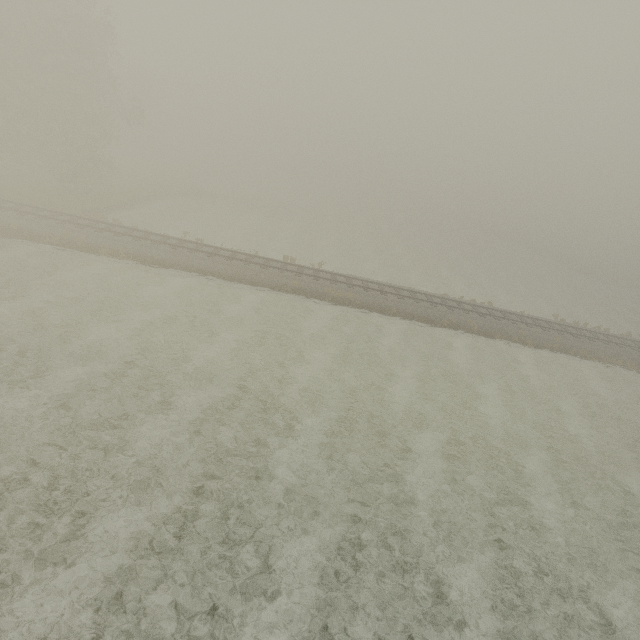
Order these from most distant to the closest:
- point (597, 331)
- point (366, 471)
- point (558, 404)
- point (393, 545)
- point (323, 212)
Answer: point (323, 212), point (597, 331), point (558, 404), point (366, 471), point (393, 545)
